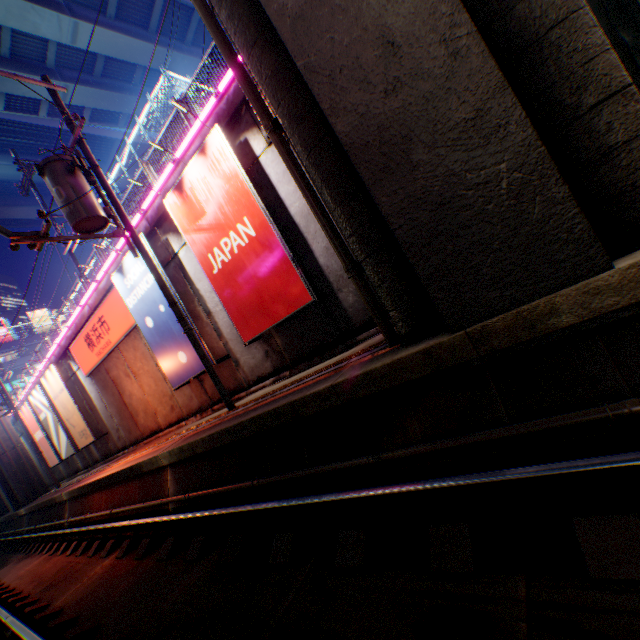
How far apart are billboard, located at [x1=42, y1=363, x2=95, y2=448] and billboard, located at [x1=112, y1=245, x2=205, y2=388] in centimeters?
869cm

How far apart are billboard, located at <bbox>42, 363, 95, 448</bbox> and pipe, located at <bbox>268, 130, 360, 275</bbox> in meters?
17.1 m

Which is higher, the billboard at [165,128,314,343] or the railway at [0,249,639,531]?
the billboard at [165,128,314,343]

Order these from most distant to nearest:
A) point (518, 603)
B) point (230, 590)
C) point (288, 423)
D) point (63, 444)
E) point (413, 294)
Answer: point (63, 444) → point (288, 423) → point (413, 294) → point (230, 590) → point (518, 603)

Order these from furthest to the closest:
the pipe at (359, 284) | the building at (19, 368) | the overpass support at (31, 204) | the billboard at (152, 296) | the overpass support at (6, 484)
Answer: the building at (19, 368) → the overpass support at (31, 204) → the overpass support at (6, 484) → the billboard at (152, 296) → the pipe at (359, 284)

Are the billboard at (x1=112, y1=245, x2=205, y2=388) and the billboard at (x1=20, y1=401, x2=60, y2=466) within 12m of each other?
no

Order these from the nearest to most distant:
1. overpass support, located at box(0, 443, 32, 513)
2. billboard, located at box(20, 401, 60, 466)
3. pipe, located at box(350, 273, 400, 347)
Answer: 1. pipe, located at box(350, 273, 400, 347)
2. billboard, located at box(20, 401, 60, 466)
3. overpass support, located at box(0, 443, 32, 513)

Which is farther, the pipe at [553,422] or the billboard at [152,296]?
the billboard at [152,296]
